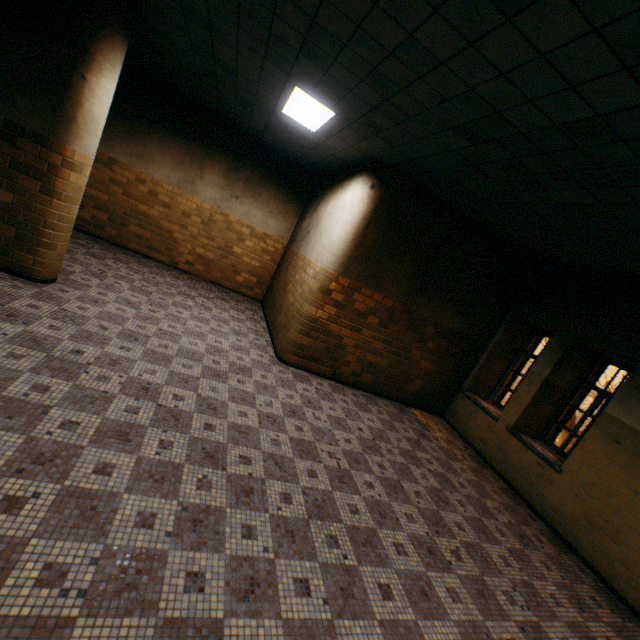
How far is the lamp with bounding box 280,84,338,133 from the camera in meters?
4.3 m

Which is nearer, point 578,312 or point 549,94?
point 549,94

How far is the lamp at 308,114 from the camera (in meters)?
4.33
